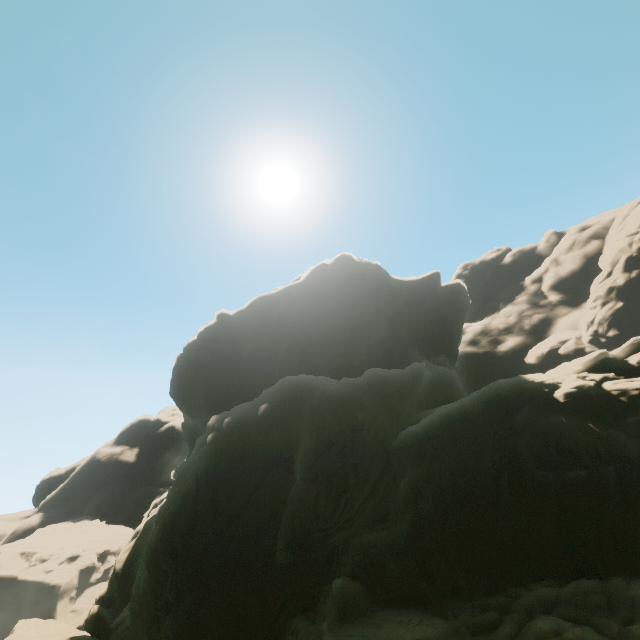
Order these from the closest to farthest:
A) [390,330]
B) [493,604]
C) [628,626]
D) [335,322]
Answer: [628,626]
[493,604]
[335,322]
[390,330]
